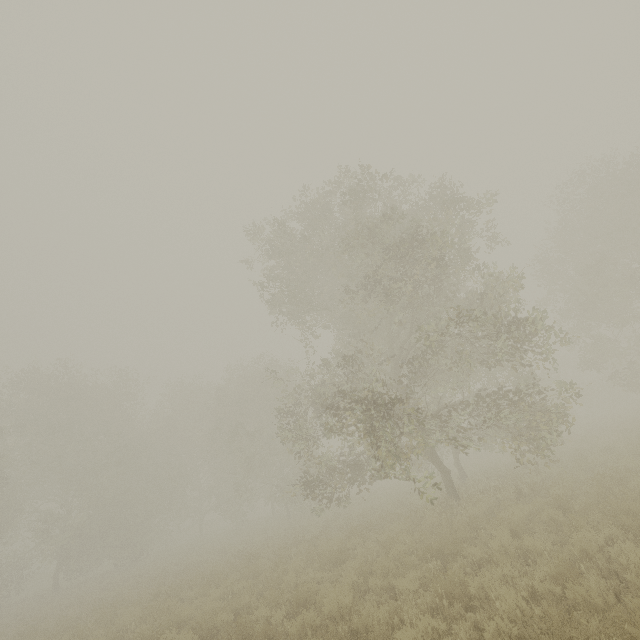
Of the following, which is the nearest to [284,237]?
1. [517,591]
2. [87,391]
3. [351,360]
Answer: [351,360]
